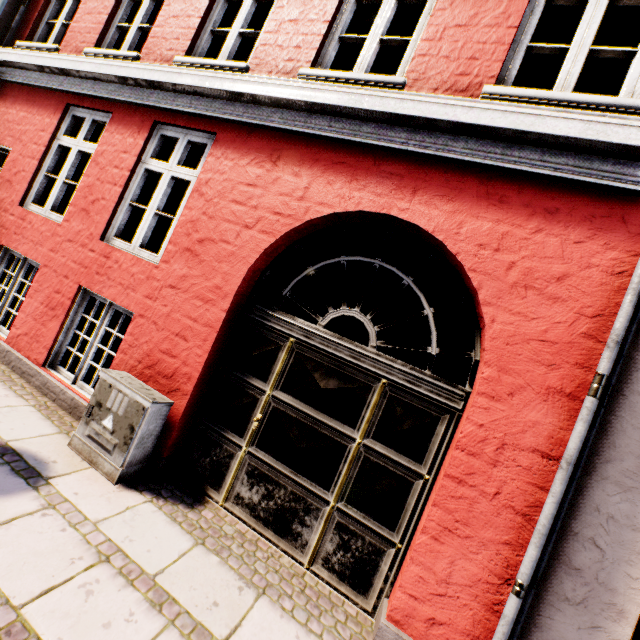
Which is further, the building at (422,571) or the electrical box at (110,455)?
the electrical box at (110,455)

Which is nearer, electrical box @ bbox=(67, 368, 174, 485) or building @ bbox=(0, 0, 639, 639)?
building @ bbox=(0, 0, 639, 639)

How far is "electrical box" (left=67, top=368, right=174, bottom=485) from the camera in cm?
306

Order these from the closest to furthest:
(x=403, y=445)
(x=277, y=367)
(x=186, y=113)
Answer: (x=403, y=445)
(x=277, y=367)
(x=186, y=113)

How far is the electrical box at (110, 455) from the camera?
3.06m
